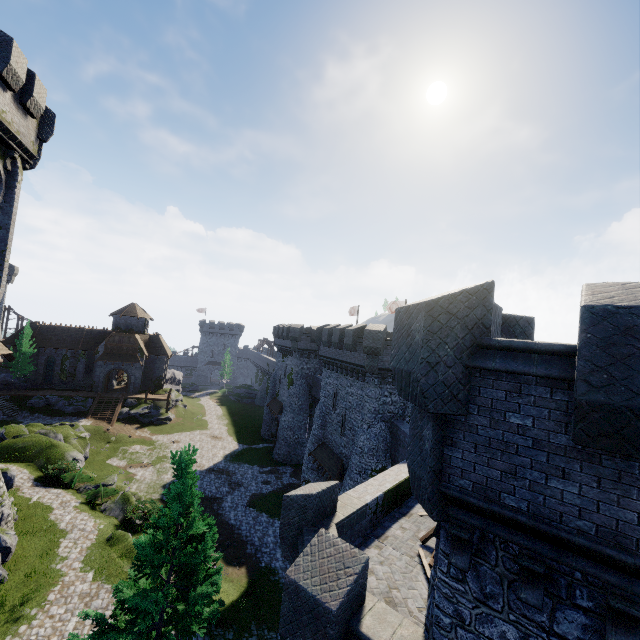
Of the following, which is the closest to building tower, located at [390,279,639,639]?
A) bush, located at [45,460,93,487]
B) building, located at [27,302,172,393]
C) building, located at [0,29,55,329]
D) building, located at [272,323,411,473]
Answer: building, located at [272,323,411,473]

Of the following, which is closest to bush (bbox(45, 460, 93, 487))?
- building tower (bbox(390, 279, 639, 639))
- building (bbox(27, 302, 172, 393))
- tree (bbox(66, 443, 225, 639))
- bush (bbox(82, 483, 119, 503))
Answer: bush (bbox(82, 483, 119, 503))

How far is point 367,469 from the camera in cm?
2261

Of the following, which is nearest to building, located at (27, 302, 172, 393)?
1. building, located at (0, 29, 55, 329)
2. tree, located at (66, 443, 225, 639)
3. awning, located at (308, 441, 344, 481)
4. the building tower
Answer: building, located at (0, 29, 55, 329)

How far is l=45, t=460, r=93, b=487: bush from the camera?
25.5m

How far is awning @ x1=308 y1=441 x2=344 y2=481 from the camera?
25.1 meters

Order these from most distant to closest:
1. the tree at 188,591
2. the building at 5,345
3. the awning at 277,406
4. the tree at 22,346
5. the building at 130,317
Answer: the building at 130,317
the tree at 22,346
the awning at 277,406
the building at 5,345
the tree at 188,591

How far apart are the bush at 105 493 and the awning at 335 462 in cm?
1544
